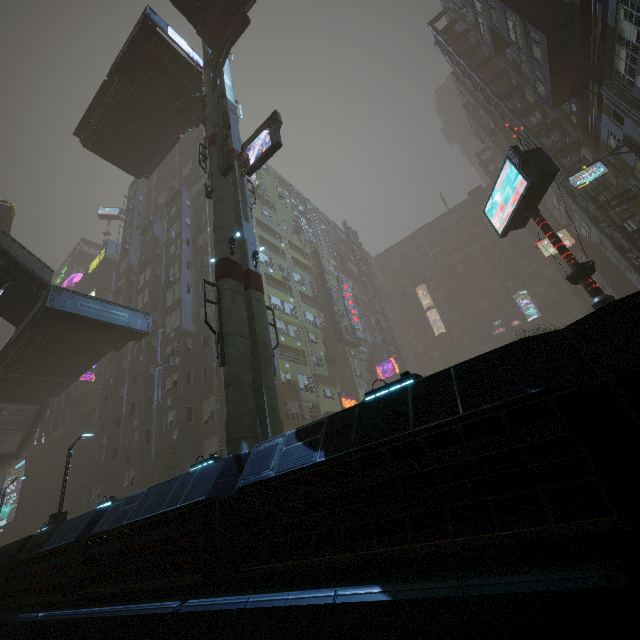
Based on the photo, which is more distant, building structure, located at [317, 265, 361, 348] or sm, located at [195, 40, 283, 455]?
building structure, located at [317, 265, 361, 348]

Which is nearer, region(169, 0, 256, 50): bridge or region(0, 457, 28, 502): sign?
region(169, 0, 256, 50): bridge

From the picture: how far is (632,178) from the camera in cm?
2227

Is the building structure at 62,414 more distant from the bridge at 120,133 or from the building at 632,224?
the bridge at 120,133

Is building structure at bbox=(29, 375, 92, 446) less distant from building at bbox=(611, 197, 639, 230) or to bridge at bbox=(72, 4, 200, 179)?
building at bbox=(611, 197, 639, 230)

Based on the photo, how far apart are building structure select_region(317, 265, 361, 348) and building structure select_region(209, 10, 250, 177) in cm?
2675

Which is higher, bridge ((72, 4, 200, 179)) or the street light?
bridge ((72, 4, 200, 179))

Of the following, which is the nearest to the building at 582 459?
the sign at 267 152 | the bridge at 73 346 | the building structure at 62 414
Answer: the building structure at 62 414
